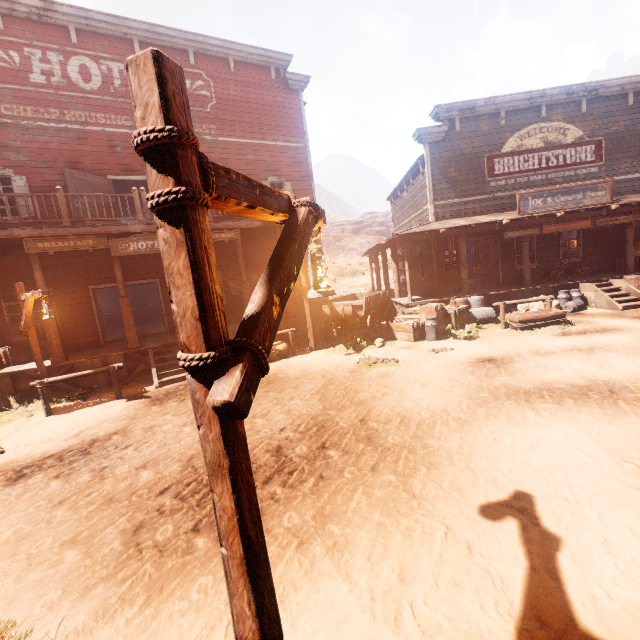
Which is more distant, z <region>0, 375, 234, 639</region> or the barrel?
the barrel

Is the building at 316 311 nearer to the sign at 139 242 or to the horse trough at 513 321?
the sign at 139 242

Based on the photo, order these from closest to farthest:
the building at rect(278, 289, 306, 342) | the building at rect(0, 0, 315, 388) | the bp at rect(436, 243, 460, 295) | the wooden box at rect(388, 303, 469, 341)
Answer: the building at rect(0, 0, 315, 388), the wooden box at rect(388, 303, 469, 341), the building at rect(278, 289, 306, 342), the bp at rect(436, 243, 460, 295)

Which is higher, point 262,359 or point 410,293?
point 262,359

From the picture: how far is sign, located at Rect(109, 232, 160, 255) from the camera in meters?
9.7

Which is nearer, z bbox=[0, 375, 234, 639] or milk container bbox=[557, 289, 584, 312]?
z bbox=[0, 375, 234, 639]

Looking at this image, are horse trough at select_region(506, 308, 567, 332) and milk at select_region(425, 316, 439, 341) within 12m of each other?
yes

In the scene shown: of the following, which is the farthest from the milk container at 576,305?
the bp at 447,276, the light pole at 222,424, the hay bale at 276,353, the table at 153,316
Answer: the table at 153,316
